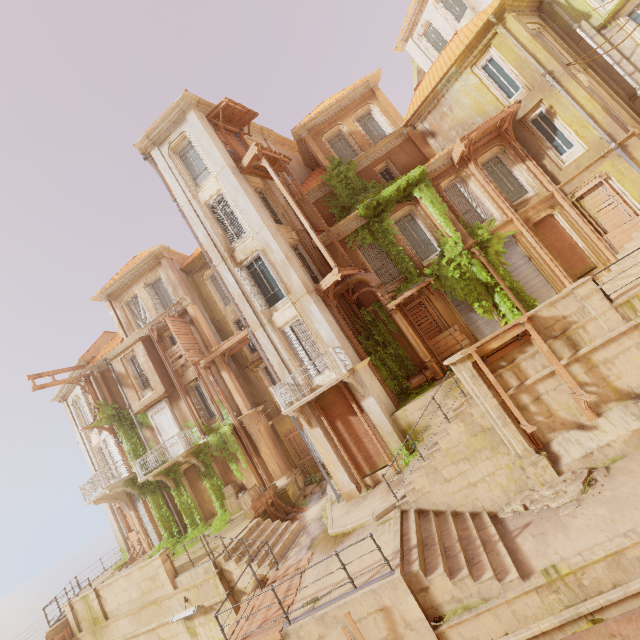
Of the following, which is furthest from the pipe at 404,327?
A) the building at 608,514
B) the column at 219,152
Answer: the building at 608,514

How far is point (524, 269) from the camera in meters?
15.4

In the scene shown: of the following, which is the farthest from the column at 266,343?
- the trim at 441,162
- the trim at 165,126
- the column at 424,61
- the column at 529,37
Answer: the column at 424,61

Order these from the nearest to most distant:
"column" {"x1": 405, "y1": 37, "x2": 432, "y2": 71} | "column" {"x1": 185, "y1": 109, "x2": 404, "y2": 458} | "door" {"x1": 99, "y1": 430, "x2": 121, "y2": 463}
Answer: "column" {"x1": 185, "y1": 109, "x2": 404, "y2": 458} → "door" {"x1": 99, "y1": 430, "x2": 121, "y2": 463} → "column" {"x1": 405, "y1": 37, "x2": 432, "y2": 71}

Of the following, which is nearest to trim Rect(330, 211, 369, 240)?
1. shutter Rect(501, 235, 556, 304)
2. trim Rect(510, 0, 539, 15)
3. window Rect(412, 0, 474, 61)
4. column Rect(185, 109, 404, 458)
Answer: column Rect(185, 109, 404, 458)

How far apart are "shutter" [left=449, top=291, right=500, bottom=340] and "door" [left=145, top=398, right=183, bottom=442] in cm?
1737

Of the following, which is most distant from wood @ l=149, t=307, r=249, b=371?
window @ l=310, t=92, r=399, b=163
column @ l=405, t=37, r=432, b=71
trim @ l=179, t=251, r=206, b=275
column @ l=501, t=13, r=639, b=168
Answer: column @ l=405, t=37, r=432, b=71

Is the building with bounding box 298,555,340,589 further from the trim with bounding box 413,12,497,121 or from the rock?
the rock
